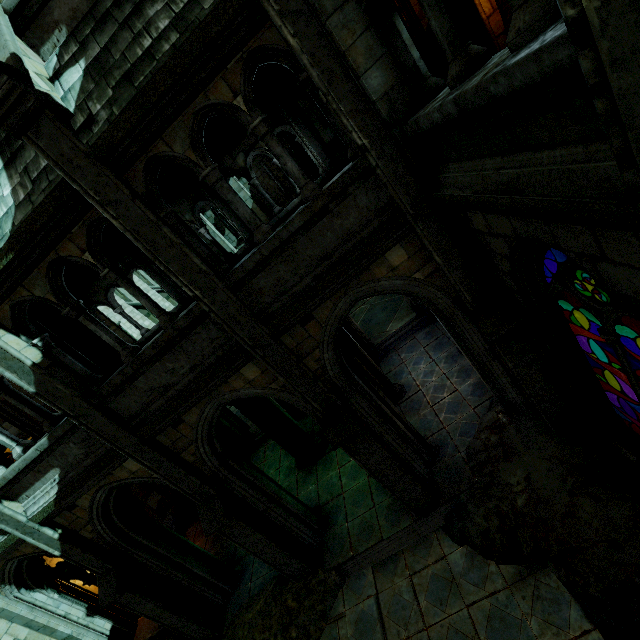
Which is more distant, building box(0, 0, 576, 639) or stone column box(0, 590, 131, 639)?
stone column box(0, 590, 131, 639)

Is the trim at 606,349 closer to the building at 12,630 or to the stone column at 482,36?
the building at 12,630

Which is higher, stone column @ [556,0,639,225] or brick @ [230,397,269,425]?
stone column @ [556,0,639,225]

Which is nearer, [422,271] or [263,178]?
[422,271]

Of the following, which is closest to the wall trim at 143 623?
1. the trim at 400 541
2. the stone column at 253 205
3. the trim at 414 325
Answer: the trim at 400 541

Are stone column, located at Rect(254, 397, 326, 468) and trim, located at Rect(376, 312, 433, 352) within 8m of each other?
yes

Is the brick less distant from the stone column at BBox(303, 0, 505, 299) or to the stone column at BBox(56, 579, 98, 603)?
the stone column at BBox(56, 579, 98, 603)

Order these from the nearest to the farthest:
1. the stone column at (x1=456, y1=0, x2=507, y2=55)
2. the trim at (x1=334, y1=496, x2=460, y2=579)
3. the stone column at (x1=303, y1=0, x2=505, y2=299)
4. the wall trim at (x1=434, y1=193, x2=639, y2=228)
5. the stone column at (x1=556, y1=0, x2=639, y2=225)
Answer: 1. the stone column at (x1=556, y1=0, x2=639, y2=225)
2. the wall trim at (x1=434, y1=193, x2=639, y2=228)
3. the stone column at (x1=303, y1=0, x2=505, y2=299)
4. the trim at (x1=334, y1=496, x2=460, y2=579)
5. the stone column at (x1=456, y1=0, x2=507, y2=55)
